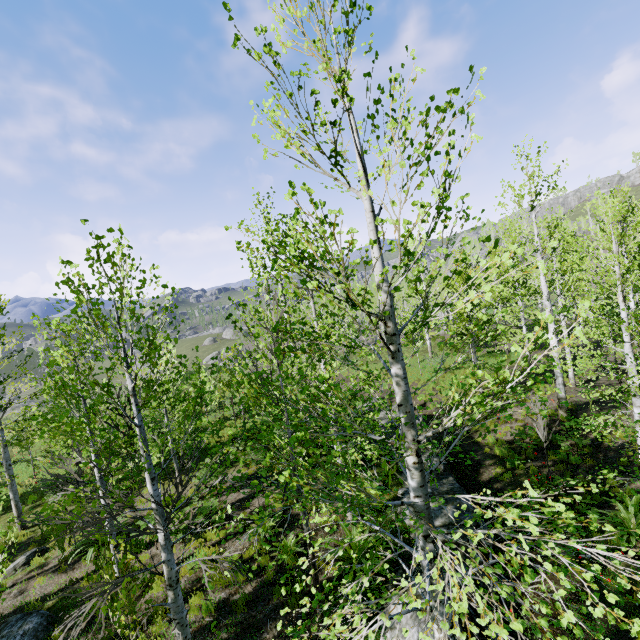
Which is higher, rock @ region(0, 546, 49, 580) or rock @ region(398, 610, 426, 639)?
rock @ region(398, 610, 426, 639)

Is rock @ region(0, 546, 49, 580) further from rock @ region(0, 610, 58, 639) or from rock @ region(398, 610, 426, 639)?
rock @ region(398, 610, 426, 639)

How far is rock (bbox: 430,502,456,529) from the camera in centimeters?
810cm

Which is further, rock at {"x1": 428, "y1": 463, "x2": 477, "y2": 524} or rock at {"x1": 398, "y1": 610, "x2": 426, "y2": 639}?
rock at {"x1": 428, "y1": 463, "x2": 477, "y2": 524}

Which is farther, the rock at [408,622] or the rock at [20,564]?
the rock at [20,564]

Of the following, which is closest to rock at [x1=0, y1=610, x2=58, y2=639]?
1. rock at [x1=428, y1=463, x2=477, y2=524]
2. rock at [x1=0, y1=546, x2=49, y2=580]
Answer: rock at [x1=0, y1=546, x2=49, y2=580]

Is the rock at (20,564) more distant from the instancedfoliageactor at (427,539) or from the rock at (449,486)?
the rock at (449,486)

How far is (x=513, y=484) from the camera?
10.9m
